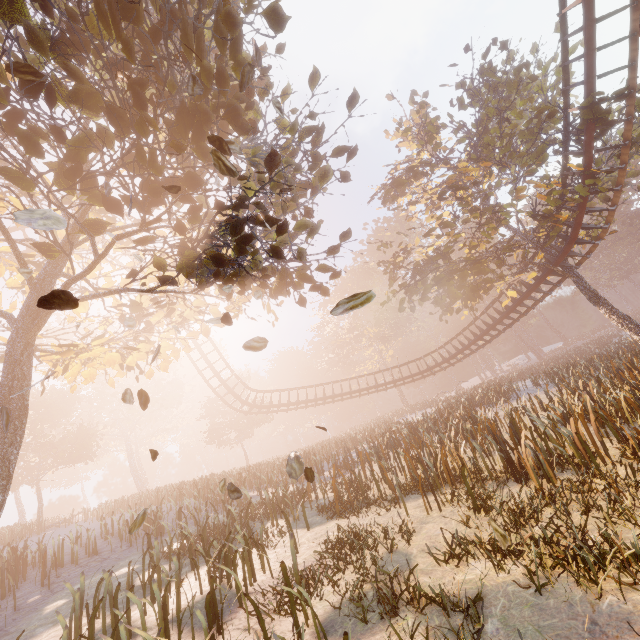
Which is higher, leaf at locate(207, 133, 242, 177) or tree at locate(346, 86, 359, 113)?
tree at locate(346, 86, 359, 113)

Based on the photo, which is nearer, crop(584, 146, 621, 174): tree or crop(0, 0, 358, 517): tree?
crop(0, 0, 358, 517): tree

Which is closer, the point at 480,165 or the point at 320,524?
the point at 320,524

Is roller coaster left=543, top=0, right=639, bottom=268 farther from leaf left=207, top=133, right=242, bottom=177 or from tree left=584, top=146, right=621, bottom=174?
leaf left=207, top=133, right=242, bottom=177

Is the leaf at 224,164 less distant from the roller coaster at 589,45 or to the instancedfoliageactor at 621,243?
the roller coaster at 589,45

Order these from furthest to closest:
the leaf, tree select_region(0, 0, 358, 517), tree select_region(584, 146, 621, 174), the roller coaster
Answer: tree select_region(584, 146, 621, 174) < the roller coaster < tree select_region(0, 0, 358, 517) < the leaf

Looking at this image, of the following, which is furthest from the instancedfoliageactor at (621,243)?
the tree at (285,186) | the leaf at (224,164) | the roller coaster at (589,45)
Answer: the leaf at (224,164)
